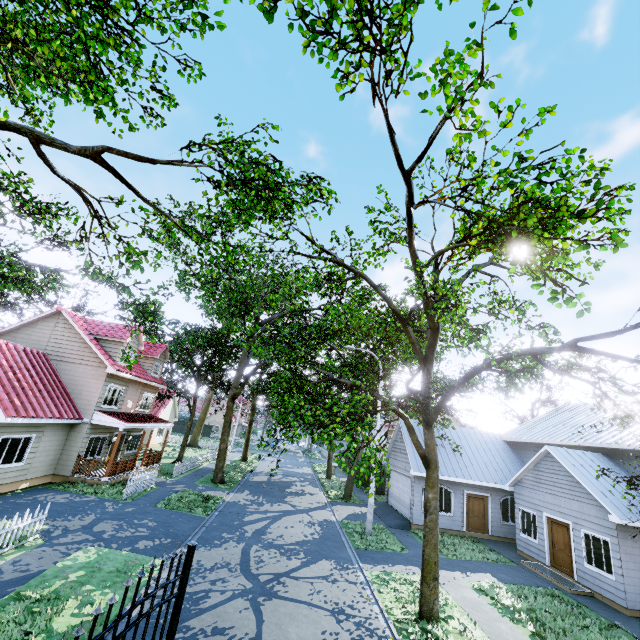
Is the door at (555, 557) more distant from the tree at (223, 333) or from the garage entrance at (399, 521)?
the garage entrance at (399, 521)

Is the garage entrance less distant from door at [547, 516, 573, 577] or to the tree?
the tree

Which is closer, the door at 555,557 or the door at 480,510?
the door at 555,557

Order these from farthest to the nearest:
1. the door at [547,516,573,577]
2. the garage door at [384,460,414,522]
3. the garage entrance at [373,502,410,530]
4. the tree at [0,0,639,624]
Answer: the garage door at [384,460,414,522], the garage entrance at [373,502,410,530], the door at [547,516,573,577], the tree at [0,0,639,624]

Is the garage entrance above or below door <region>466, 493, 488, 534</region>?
below

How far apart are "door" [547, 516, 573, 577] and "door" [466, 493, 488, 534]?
4.4 meters

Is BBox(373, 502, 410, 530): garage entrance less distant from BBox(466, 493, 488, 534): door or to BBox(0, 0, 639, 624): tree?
BBox(0, 0, 639, 624): tree

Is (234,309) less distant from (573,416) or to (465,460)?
(465,460)
